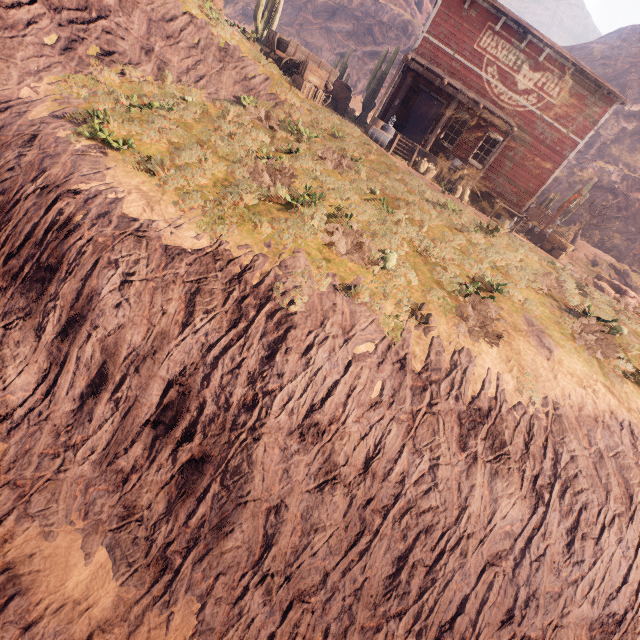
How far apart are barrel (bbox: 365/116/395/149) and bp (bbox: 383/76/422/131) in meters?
1.0

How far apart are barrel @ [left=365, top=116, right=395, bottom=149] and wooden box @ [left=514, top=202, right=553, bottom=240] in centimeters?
930cm

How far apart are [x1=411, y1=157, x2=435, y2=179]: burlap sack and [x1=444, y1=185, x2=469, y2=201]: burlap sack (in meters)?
1.25

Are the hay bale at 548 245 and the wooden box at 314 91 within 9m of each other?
no

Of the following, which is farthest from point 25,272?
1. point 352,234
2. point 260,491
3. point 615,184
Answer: point 615,184

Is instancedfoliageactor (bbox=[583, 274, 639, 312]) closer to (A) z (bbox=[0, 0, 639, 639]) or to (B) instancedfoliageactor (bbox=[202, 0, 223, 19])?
(A) z (bbox=[0, 0, 639, 639])

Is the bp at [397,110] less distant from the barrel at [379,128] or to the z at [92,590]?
the z at [92,590]

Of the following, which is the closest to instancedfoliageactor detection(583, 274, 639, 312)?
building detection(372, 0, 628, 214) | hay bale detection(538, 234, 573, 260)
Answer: hay bale detection(538, 234, 573, 260)
